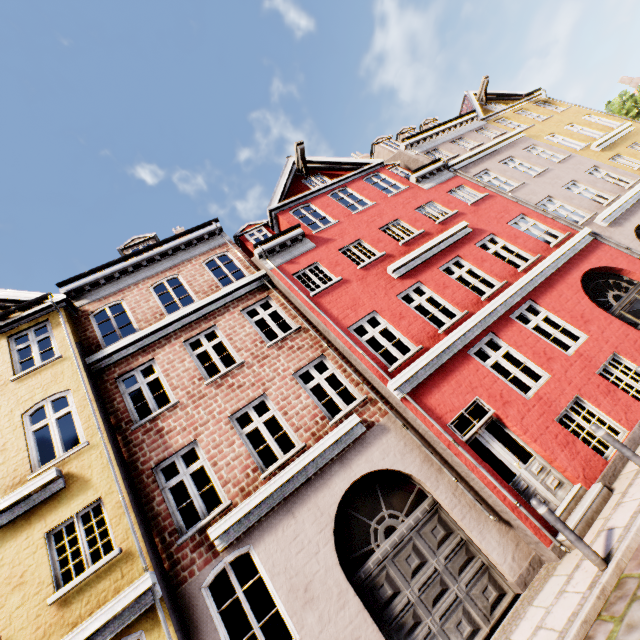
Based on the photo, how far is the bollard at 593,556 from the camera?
4.71m

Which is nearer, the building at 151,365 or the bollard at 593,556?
the bollard at 593,556

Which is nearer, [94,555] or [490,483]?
[490,483]

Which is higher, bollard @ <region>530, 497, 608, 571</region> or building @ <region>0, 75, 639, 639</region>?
building @ <region>0, 75, 639, 639</region>

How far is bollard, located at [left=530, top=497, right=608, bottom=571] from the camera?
4.7 meters

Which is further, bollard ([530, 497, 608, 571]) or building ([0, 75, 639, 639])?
building ([0, 75, 639, 639])
